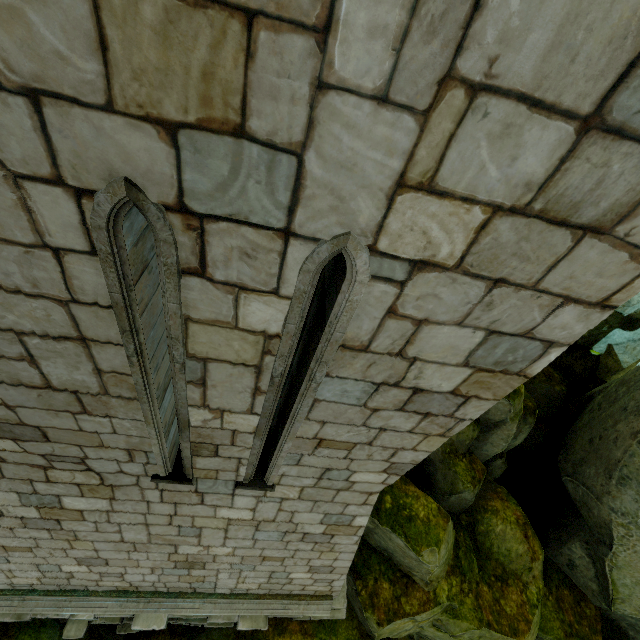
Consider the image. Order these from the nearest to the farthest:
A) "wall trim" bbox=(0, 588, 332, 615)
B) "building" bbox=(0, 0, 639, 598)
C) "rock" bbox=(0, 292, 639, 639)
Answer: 1. "building" bbox=(0, 0, 639, 598)
2. "wall trim" bbox=(0, 588, 332, 615)
3. "rock" bbox=(0, 292, 639, 639)

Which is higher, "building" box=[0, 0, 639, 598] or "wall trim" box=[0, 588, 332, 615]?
"building" box=[0, 0, 639, 598]

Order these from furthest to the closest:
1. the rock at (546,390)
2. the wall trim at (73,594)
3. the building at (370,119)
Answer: the rock at (546,390)
the wall trim at (73,594)
the building at (370,119)

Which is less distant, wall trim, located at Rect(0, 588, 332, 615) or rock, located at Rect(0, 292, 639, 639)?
wall trim, located at Rect(0, 588, 332, 615)

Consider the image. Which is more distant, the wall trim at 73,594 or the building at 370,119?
the wall trim at 73,594

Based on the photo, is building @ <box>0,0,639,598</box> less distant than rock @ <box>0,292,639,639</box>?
Yes

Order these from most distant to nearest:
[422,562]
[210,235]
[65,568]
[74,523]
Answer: [422,562] → [65,568] → [74,523] → [210,235]

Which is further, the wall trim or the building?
the wall trim
